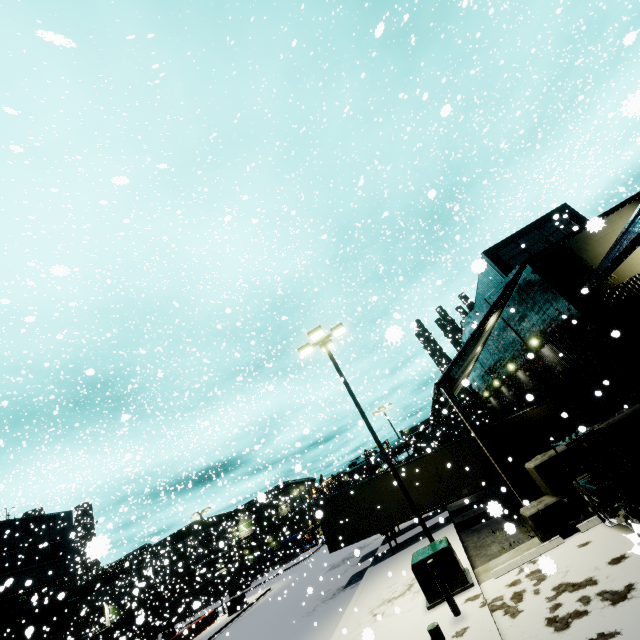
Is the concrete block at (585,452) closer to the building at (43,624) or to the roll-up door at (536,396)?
the building at (43,624)

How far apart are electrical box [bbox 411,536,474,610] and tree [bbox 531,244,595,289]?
10.3 meters

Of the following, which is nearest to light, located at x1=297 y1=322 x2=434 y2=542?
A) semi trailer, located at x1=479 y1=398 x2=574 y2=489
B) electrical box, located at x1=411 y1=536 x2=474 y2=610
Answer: electrical box, located at x1=411 y1=536 x2=474 y2=610

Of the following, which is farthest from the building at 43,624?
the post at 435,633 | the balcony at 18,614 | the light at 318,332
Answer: the post at 435,633

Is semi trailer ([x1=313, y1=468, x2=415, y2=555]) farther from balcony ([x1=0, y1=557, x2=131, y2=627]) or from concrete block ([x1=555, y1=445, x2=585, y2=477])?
balcony ([x1=0, y1=557, x2=131, y2=627])

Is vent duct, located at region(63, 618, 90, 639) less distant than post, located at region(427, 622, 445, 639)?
No

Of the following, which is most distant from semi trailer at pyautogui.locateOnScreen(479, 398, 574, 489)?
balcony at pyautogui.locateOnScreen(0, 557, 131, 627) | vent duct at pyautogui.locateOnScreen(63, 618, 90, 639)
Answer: balcony at pyautogui.locateOnScreen(0, 557, 131, 627)

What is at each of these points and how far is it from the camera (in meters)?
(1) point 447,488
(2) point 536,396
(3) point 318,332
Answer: (1) semi trailer, 18.12
(2) roll-up door, 20.67
(3) light, 14.13
